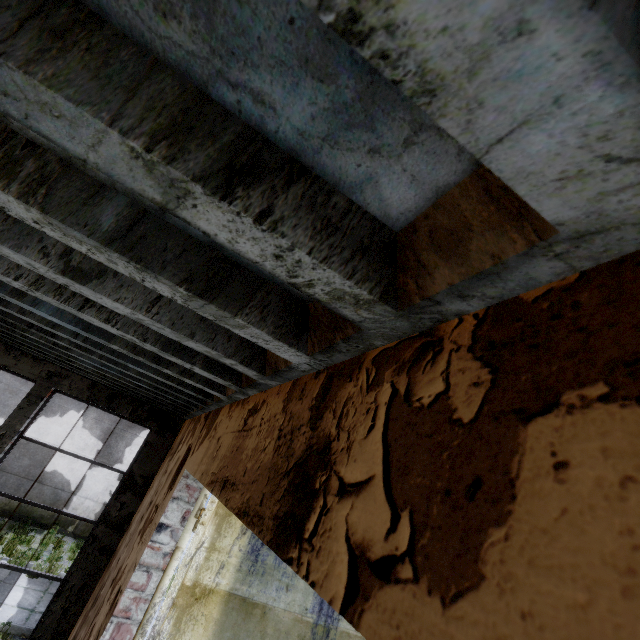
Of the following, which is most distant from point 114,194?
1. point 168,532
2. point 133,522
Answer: point 133,522
